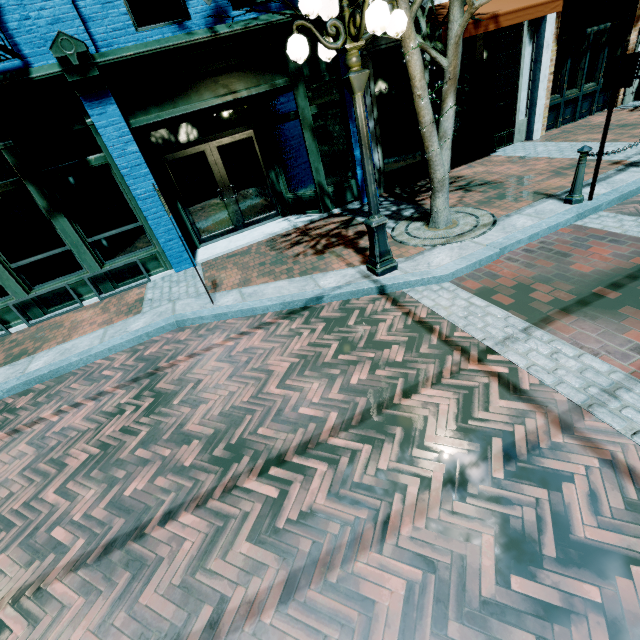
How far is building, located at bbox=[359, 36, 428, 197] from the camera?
7.35m

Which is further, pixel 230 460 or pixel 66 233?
pixel 66 233

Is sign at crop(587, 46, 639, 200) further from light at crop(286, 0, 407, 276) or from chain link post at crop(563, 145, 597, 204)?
light at crop(286, 0, 407, 276)

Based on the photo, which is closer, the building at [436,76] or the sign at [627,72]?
the sign at [627,72]

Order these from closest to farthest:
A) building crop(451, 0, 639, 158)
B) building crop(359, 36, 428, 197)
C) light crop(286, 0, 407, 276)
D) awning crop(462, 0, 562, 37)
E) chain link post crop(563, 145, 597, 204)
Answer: light crop(286, 0, 407, 276) < chain link post crop(563, 145, 597, 204) < awning crop(462, 0, 562, 37) < building crop(359, 36, 428, 197) < building crop(451, 0, 639, 158)

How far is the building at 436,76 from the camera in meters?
9.3 m

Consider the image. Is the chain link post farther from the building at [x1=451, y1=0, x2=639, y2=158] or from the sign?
the building at [x1=451, y1=0, x2=639, y2=158]

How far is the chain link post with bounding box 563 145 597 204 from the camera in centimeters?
512cm
